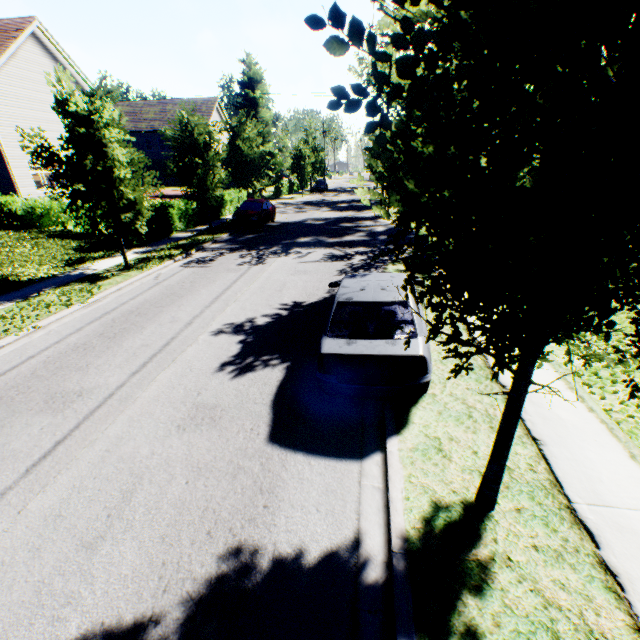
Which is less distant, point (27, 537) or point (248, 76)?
point (27, 537)

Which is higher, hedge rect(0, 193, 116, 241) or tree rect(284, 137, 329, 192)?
tree rect(284, 137, 329, 192)

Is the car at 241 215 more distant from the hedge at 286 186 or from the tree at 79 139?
the hedge at 286 186

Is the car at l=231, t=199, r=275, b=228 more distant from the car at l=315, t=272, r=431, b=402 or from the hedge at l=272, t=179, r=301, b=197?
the hedge at l=272, t=179, r=301, b=197

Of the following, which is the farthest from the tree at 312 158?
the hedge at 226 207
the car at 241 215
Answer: the car at 241 215

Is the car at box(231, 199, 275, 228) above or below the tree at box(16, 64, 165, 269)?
below

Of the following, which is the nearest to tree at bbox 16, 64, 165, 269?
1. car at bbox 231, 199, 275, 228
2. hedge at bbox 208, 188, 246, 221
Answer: hedge at bbox 208, 188, 246, 221

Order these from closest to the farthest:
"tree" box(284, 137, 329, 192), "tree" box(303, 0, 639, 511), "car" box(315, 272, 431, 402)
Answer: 1. "tree" box(303, 0, 639, 511)
2. "car" box(315, 272, 431, 402)
3. "tree" box(284, 137, 329, 192)
